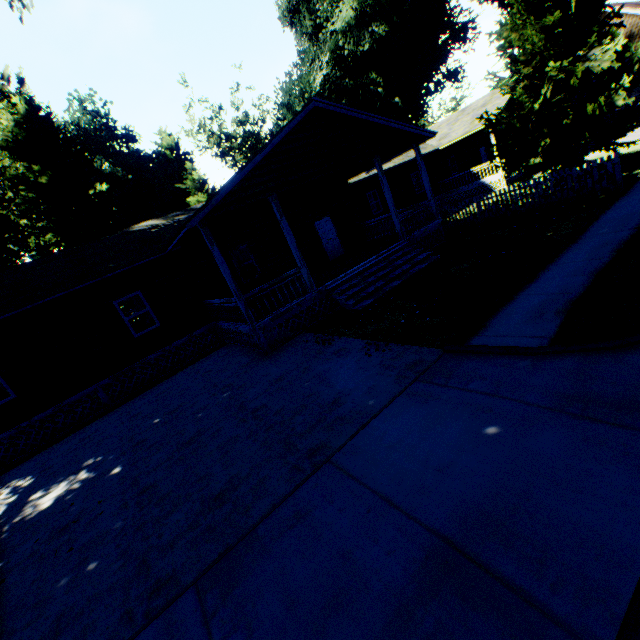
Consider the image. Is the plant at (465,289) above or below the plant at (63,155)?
below

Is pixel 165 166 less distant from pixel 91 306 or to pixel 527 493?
pixel 91 306

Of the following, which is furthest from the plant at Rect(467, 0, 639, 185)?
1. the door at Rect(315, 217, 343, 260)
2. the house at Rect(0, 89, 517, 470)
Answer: the door at Rect(315, 217, 343, 260)

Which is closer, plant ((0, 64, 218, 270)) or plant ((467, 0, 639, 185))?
plant ((467, 0, 639, 185))

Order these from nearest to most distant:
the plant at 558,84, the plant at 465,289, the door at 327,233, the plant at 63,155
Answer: the plant at 465,289 < the plant at 558,84 < the door at 327,233 < the plant at 63,155

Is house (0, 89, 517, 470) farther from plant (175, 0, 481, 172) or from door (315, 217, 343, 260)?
plant (175, 0, 481, 172)
